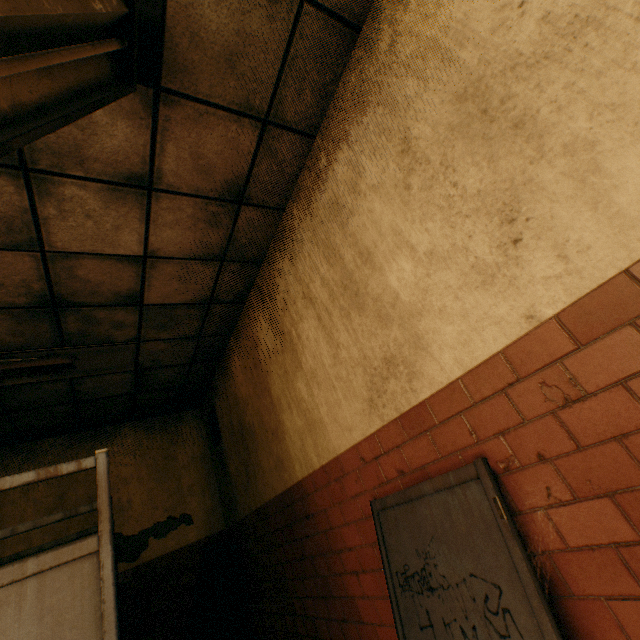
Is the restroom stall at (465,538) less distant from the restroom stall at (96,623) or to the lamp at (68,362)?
the restroom stall at (96,623)

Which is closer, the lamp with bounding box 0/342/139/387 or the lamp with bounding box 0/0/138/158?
the lamp with bounding box 0/0/138/158

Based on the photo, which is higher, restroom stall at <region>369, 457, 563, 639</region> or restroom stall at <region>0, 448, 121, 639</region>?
restroom stall at <region>0, 448, 121, 639</region>

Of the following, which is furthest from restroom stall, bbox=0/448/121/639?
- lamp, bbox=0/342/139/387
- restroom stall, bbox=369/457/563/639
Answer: lamp, bbox=0/342/139/387

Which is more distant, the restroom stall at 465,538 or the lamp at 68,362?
the lamp at 68,362

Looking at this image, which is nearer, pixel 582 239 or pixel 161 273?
pixel 582 239

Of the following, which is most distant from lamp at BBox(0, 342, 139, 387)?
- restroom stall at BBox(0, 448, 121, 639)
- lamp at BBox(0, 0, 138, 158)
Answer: lamp at BBox(0, 0, 138, 158)

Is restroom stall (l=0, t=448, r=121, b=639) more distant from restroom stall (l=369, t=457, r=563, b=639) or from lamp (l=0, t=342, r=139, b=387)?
lamp (l=0, t=342, r=139, b=387)
